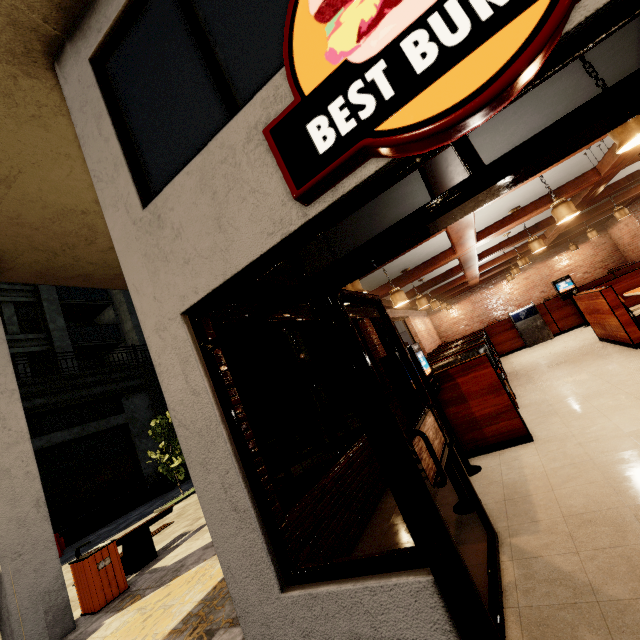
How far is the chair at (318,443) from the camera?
6.8m

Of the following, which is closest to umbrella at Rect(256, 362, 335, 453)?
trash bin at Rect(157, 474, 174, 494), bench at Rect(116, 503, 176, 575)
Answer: bench at Rect(116, 503, 176, 575)

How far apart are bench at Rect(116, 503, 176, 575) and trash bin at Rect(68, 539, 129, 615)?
0.18m

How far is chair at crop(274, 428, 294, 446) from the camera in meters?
7.6 m

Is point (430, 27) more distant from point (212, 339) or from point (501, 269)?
point (501, 269)

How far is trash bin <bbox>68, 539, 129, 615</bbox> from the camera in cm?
486

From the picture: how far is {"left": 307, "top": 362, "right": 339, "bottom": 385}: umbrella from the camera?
6.0 meters

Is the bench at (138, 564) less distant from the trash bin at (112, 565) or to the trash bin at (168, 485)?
the trash bin at (112, 565)
